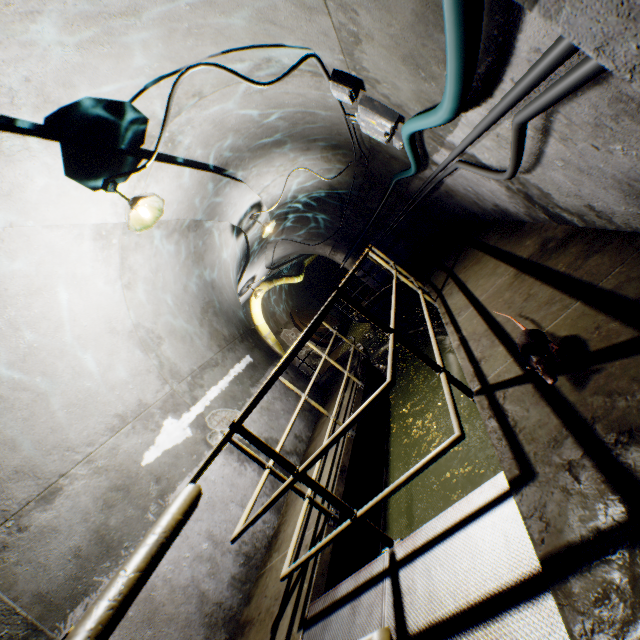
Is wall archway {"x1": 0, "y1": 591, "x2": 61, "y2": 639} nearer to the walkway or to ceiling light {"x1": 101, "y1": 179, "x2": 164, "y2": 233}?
the walkway

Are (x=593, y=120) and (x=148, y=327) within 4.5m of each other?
no

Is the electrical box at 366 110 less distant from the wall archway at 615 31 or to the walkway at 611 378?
the walkway at 611 378

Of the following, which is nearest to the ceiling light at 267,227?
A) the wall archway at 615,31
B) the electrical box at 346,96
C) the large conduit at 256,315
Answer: the electrical box at 346,96

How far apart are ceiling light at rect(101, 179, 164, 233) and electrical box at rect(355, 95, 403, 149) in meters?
2.2 m

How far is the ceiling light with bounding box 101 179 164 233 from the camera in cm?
309

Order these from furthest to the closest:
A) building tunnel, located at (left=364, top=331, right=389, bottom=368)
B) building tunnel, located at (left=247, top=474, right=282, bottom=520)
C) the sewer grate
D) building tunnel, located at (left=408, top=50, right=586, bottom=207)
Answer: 1. the sewer grate
2. building tunnel, located at (left=364, top=331, right=389, bottom=368)
3. building tunnel, located at (left=247, top=474, right=282, bottom=520)
4. building tunnel, located at (left=408, top=50, right=586, bottom=207)

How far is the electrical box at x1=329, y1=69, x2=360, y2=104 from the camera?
2.69m
